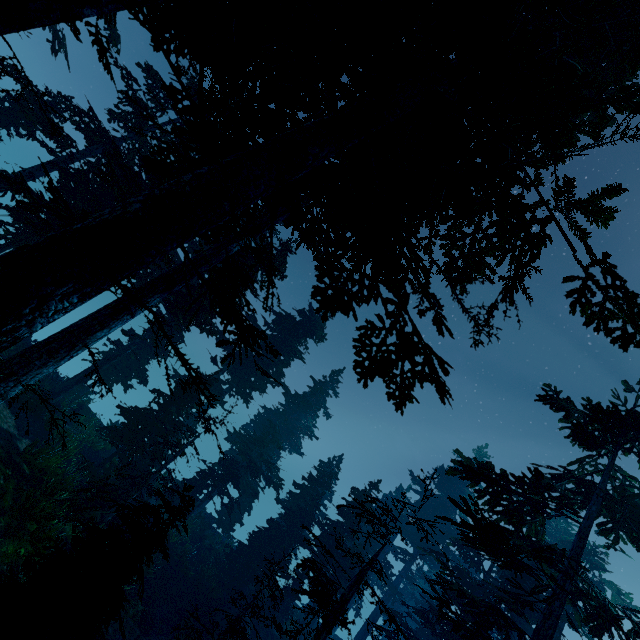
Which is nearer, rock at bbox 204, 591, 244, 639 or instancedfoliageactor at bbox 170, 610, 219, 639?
instancedfoliageactor at bbox 170, 610, 219, 639

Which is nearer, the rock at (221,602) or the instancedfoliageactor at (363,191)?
the instancedfoliageactor at (363,191)

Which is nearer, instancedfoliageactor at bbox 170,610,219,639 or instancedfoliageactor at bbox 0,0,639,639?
instancedfoliageactor at bbox 0,0,639,639

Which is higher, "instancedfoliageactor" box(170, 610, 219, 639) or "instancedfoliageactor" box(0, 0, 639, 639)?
"instancedfoliageactor" box(0, 0, 639, 639)

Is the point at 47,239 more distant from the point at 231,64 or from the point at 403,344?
the point at 403,344

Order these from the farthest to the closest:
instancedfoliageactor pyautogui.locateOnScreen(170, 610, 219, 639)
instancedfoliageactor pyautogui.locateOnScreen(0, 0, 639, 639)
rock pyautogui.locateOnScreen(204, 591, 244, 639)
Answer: rock pyautogui.locateOnScreen(204, 591, 244, 639), instancedfoliageactor pyautogui.locateOnScreen(170, 610, 219, 639), instancedfoliageactor pyautogui.locateOnScreen(0, 0, 639, 639)
